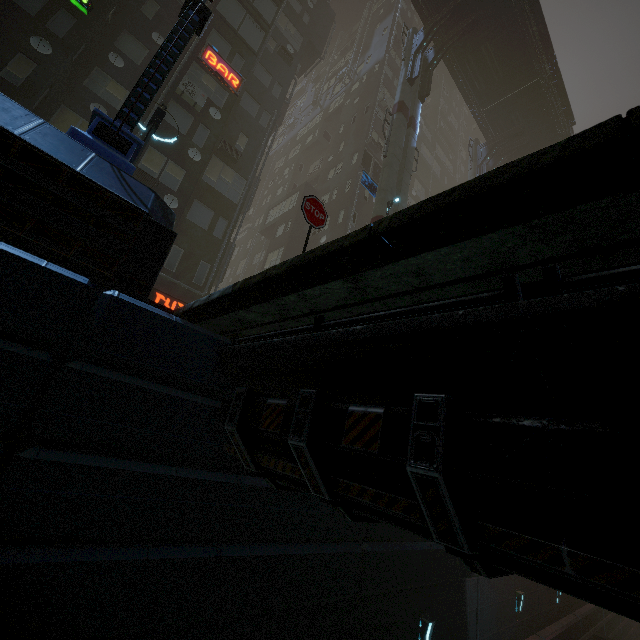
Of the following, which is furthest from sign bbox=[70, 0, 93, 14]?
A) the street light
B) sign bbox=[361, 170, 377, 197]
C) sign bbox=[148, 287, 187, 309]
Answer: sign bbox=[361, 170, 377, 197]

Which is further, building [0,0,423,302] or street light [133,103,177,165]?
street light [133,103,177,165]

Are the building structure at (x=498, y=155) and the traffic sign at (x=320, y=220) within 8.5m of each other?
no

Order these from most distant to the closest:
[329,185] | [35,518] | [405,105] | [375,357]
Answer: [329,185] → [405,105] → [35,518] → [375,357]

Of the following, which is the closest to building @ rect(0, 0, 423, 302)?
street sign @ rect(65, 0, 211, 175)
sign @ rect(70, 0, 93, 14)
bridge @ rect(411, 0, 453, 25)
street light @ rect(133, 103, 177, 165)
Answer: sign @ rect(70, 0, 93, 14)

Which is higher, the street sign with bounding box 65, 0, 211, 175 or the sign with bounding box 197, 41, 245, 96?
the sign with bounding box 197, 41, 245, 96

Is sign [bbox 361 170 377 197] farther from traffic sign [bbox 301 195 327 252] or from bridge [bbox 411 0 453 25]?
traffic sign [bbox 301 195 327 252]

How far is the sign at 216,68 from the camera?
16.8 meters
